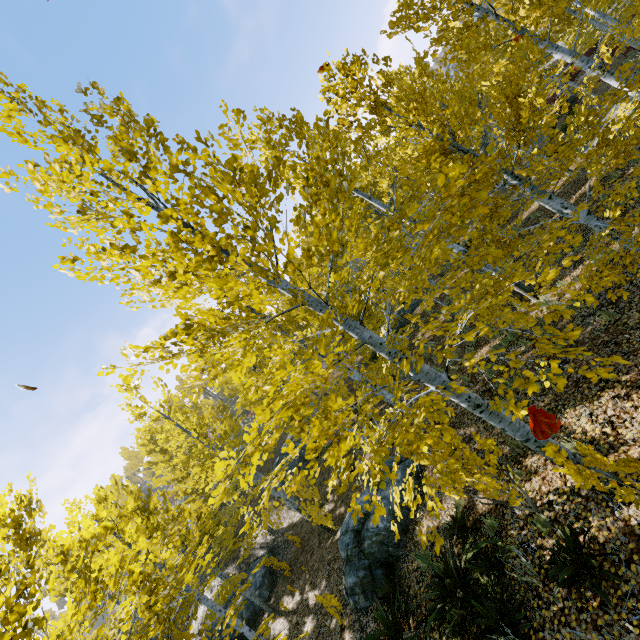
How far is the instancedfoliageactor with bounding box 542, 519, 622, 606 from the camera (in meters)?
3.48

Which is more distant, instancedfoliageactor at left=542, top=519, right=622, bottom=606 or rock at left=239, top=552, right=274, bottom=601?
rock at left=239, top=552, right=274, bottom=601

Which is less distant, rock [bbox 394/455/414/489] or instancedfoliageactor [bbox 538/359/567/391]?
instancedfoliageactor [bbox 538/359/567/391]

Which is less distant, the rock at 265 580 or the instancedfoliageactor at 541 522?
the instancedfoliageactor at 541 522

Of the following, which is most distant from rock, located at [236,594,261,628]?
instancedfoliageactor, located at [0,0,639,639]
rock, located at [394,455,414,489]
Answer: rock, located at [394,455,414,489]

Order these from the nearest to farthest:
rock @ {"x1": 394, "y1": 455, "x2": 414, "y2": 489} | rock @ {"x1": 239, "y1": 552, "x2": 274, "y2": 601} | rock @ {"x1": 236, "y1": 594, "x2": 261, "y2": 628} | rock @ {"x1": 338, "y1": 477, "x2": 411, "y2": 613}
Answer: rock @ {"x1": 338, "y1": 477, "x2": 411, "y2": 613} → rock @ {"x1": 394, "y1": 455, "x2": 414, "y2": 489} → rock @ {"x1": 236, "y1": 594, "x2": 261, "y2": 628} → rock @ {"x1": 239, "y1": 552, "x2": 274, "y2": 601}

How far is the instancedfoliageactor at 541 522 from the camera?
4.5m

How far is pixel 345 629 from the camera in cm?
825
